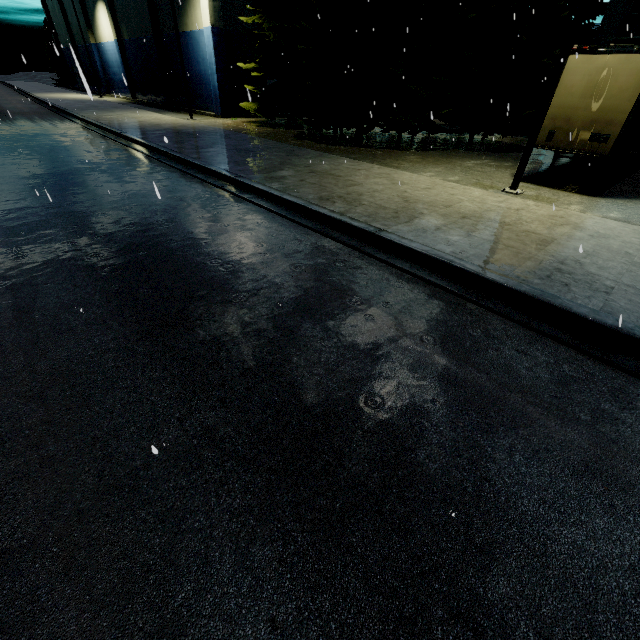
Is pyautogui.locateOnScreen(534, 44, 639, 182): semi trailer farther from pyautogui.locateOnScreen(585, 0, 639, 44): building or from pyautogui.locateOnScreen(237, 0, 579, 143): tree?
pyautogui.locateOnScreen(237, 0, 579, 143): tree

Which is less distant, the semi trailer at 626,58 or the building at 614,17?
the semi trailer at 626,58

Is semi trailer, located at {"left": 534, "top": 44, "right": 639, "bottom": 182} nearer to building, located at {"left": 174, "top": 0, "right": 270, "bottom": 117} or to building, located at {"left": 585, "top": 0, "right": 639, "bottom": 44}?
building, located at {"left": 585, "top": 0, "right": 639, "bottom": 44}

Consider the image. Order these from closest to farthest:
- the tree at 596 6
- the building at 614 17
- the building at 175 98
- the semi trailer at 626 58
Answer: the semi trailer at 626 58, the building at 614 17, the tree at 596 6, the building at 175 98

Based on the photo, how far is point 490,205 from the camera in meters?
8.2

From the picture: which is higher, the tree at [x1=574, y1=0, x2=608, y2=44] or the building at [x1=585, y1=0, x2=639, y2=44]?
the tree at [x1=574, y1=0, x2=608, y2=44]

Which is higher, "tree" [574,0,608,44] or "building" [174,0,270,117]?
"tree" [574,0,608,44]

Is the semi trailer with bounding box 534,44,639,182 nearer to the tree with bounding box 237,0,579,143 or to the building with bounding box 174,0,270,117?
the tree with bounding box 237,0,579,143
